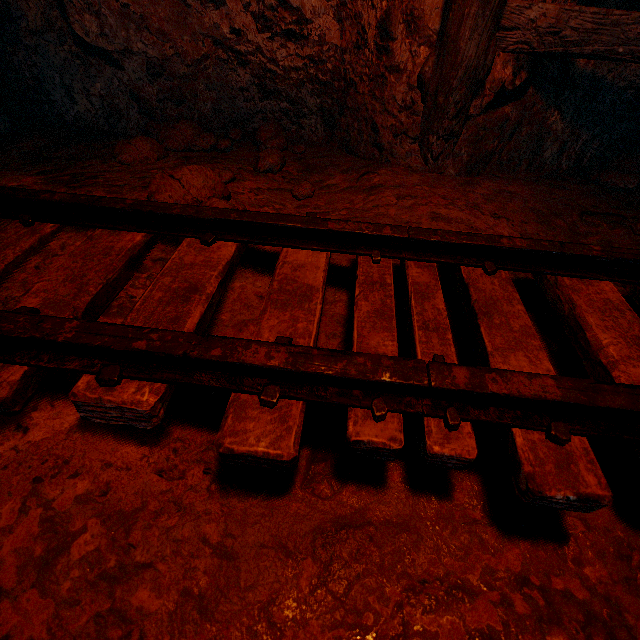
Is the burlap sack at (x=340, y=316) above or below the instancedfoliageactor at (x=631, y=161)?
below

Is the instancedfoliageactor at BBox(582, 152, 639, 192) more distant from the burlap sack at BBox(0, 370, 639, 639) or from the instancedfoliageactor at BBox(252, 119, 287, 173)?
the instancedfoliageactor at BBox(252, 119, 287, 173)

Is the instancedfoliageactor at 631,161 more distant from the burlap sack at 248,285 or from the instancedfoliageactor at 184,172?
the instancedfoliageactor at 184,172

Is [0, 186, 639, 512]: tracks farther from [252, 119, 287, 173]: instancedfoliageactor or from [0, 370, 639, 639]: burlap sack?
[252, 119, 287, 173]: instancedfoliageactor

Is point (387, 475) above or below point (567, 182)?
below

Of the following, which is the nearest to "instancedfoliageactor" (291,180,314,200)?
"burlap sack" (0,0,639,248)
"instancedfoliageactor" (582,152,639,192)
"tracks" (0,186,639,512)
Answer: "burlap sack" (0,0,639,248)

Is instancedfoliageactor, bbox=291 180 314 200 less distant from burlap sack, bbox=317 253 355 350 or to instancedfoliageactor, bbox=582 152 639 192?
burlap sack, bbox=317 253 355 350
